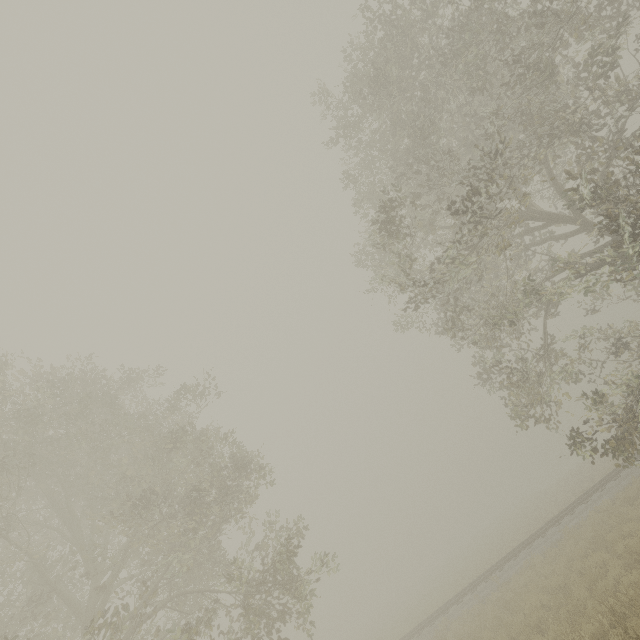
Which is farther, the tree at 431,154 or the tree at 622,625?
the tree at 431,154

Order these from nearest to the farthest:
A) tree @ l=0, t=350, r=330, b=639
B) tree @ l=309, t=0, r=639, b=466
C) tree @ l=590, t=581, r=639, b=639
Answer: tree @ l=590, t=581, r=639, b=639 < tree @ l=309, t=0, r=639, b=466 < tree @ l=0, t=350, r=330, b=639

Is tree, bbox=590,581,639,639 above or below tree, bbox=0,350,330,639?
below

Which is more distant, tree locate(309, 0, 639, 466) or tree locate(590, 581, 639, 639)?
tree locate(309, 0, 639, 466)

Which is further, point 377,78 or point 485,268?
point 485,268
